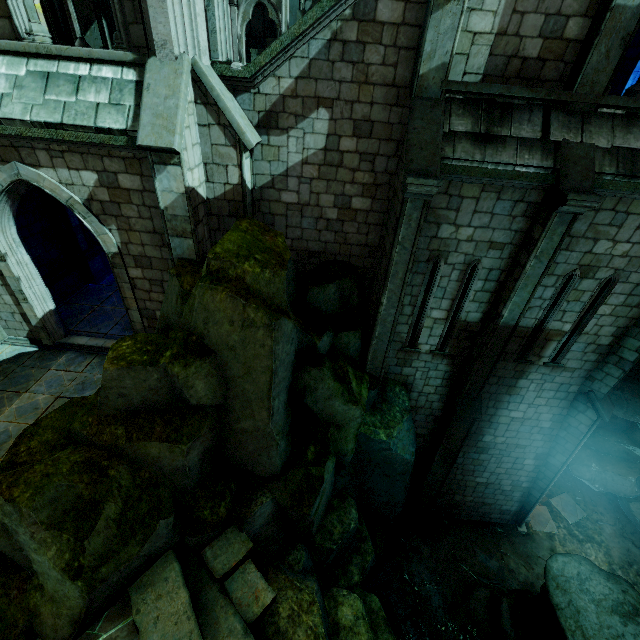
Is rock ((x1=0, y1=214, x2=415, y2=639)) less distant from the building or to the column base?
the building

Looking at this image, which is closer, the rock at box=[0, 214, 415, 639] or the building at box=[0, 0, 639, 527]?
the rock at box=[0, 214, 415, 639]

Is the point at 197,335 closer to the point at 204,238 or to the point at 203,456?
the point at 203,456

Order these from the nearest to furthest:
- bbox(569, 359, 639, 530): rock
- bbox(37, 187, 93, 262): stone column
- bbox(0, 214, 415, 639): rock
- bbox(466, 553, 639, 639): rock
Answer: bbox(0, 214, 415, 639): rock < bbox(466, 553, 639, 639): rock < bbox(37, 187, 93, 262): stone column < bbox(569, 359, 639, 530): rock

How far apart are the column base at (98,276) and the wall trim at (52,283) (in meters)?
0.01

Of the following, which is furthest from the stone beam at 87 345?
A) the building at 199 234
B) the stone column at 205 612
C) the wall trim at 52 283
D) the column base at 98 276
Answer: the stone column at 205 612

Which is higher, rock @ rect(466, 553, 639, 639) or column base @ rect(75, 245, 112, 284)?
column base @ rect(75, 245, 112, 284)

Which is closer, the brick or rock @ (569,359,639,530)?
the brick
